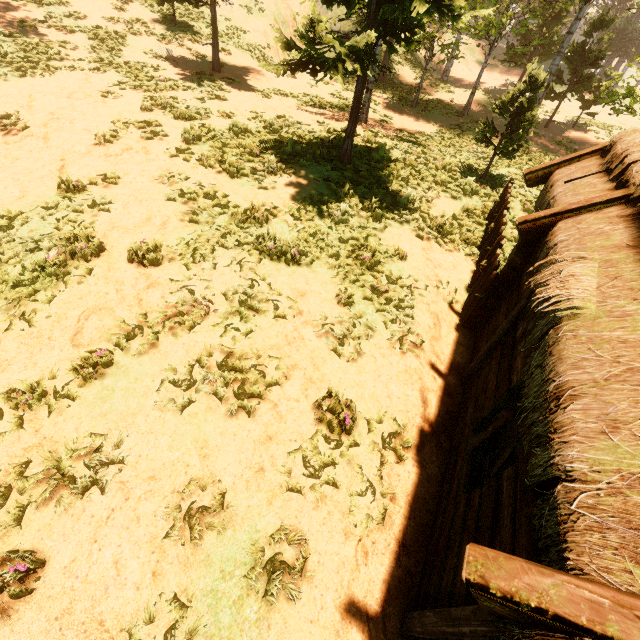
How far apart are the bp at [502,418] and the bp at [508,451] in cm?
17

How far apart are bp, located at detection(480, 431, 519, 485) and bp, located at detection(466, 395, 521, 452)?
0.2m

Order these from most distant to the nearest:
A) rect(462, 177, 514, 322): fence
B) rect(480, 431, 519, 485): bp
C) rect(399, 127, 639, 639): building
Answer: rect(462, 177, 514, 322): fence < rect(480, 431, 519, 485): bp < rect(399, 127, 639, 639): building

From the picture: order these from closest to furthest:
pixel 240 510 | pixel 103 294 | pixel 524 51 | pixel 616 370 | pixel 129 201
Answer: pixel 616 370
pixel 240 510
pixel 103 294
pixel 129 201
pixel 524 51

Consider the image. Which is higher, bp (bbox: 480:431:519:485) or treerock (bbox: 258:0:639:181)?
treerock (bbox: 258:0:639:181)

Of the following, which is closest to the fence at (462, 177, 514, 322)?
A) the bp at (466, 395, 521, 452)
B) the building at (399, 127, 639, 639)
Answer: the building at (399, 127, 639, 639)

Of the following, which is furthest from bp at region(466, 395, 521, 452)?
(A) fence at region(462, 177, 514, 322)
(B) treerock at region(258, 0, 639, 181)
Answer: (B) treerock at region(258, 0, 639, 181)

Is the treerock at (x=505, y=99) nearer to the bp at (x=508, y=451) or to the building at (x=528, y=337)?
the building at (x=528, y=337)
